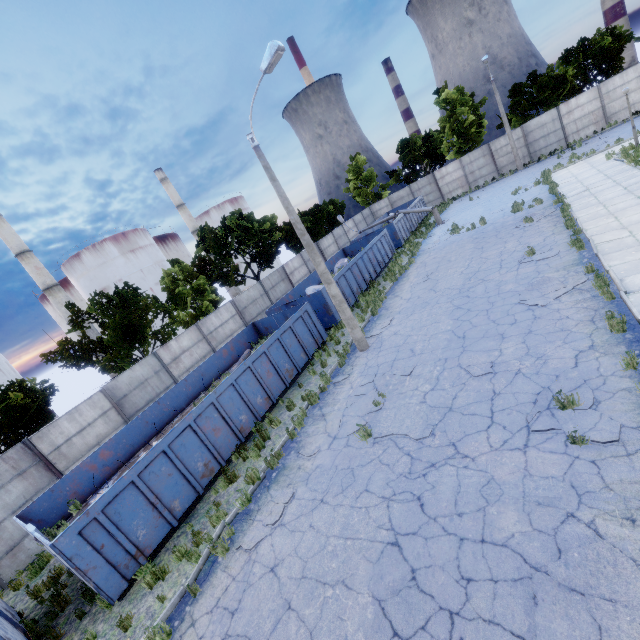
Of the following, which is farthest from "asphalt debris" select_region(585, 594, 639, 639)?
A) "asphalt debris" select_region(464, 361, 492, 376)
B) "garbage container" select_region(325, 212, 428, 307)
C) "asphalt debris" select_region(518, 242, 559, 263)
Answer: "garbage container" select_region(325, 212, 428, 307)

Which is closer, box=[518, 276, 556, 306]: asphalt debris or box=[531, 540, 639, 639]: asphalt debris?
box=[531, 540, 639, 639]: asphalt debris

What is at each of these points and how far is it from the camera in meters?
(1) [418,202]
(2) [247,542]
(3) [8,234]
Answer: (1) garbage container, 33.7
(2) asphalt debris, 7.2
(3) chimney, 37.6

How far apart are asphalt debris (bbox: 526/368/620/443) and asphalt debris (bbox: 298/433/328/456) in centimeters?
477cm

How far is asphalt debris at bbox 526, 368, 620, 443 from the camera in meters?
5.4

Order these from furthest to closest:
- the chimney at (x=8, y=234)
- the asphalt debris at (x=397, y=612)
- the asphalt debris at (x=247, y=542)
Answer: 1. the chimney at (x=8, y=234)
2. the asphalt debris at (x=247, y=542)
3. the asphalt debris at (x=397, y=612)

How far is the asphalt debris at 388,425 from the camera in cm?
783

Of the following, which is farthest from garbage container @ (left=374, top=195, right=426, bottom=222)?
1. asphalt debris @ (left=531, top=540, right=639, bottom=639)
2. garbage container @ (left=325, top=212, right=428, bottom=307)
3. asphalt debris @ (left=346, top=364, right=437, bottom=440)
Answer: asphalt debris @ (left=531, top=540, right=639, bottom=639)
